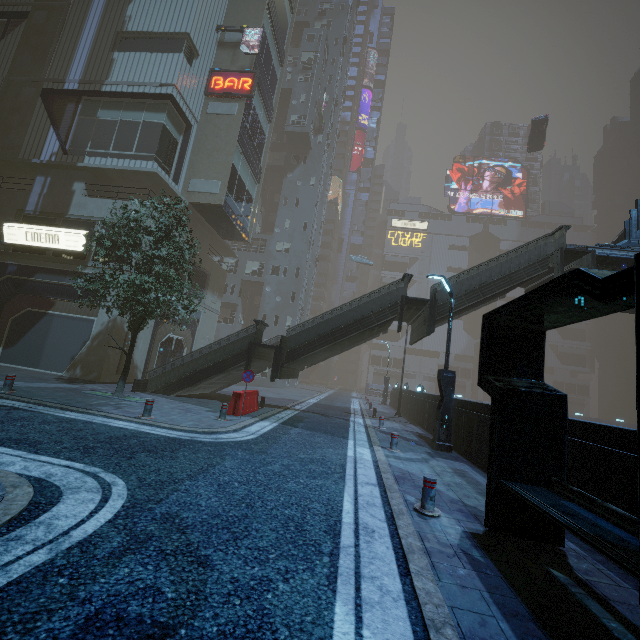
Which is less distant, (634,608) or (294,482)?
(634,608)

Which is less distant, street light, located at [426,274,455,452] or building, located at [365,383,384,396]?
street light, located at [426,274,455,452]

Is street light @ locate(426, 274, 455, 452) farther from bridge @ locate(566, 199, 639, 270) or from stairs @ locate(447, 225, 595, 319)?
bridge @ locate(566, 199, 639, 270)

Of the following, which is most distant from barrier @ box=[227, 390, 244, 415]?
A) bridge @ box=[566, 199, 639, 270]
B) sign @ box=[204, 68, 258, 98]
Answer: sign @ box=[204, 68, 258, 98]

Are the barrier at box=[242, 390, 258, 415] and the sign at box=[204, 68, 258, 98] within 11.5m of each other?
Answer: no

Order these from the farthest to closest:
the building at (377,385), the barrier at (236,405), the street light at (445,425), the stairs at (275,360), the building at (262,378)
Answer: the building at (377,385), the building at (262,378), the stairs at (275,360), the barrier at (236,405), the street light at (445,425)

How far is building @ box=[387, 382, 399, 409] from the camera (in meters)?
29.80

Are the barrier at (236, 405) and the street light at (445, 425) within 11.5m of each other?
yes
